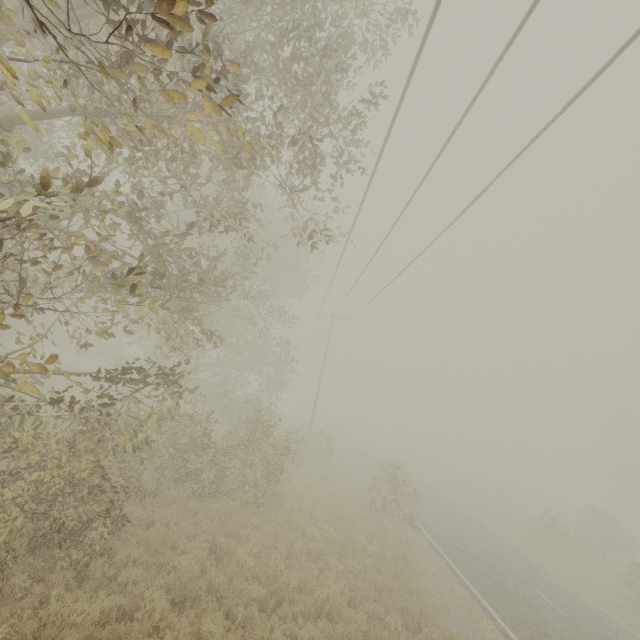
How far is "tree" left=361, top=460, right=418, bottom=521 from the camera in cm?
1694

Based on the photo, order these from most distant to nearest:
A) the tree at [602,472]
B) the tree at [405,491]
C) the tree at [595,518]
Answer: the tree at [602,472] → the tree at [405,491] → the tree at [595,518]

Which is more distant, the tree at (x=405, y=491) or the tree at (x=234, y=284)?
the tree at (x=405, y=491)

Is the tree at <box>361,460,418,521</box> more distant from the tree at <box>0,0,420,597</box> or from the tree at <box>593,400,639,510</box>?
the tree at <box>593,400,639,510</box>

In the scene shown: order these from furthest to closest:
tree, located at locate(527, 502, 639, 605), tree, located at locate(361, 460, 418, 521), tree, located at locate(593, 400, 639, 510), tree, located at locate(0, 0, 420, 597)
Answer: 1. tree, located at locate(593, 400, 639, 510)
2. tree, located at locate(361, 460, 418, 521)
3. tree, located at locate(527, 502, 639, 605)
4. tree, located at locate(0, 0, 420, 597)

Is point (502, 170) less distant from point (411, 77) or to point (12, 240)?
point (411, 77)

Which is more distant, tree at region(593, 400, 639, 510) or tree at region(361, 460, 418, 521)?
tree at region(593, 400, 639, 510)
